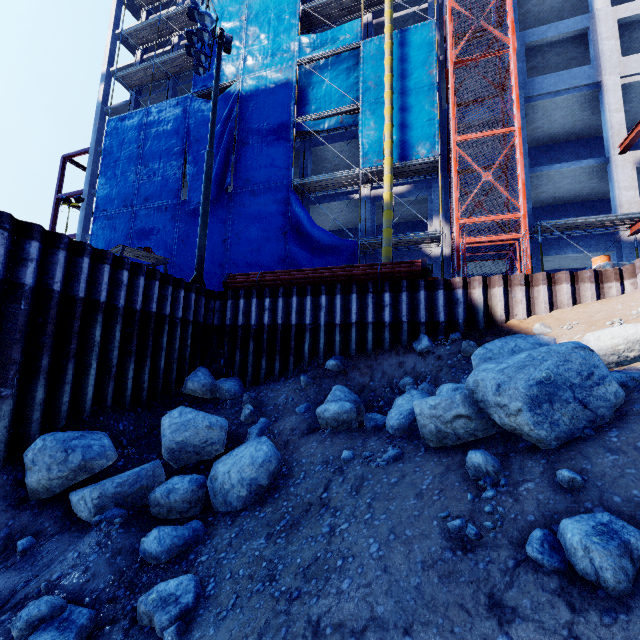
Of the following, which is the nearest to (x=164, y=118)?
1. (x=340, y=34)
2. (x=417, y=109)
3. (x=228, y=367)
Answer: (x=340, y=34)

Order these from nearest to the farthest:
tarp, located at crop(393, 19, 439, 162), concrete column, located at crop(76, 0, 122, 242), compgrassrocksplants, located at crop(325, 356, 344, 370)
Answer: compgrassrocksplants, located at crop(325, 356, 344, 370) < tarp, located at crop(393, 19, 439, 162) < concrete column, located at crop(76, 0, 122, 242)

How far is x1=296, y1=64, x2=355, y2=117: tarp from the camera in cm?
1891

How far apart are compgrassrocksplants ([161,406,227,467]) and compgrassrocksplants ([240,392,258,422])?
0.5m

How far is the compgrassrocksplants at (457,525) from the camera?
3.0 meters

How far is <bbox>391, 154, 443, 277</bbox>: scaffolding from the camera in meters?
15.5

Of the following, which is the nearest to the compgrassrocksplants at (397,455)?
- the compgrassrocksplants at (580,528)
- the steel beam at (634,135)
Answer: the compgrassrocksplants at (580,528)

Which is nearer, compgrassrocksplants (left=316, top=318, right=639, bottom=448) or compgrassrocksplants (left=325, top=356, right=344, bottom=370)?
Answer: compgrassrocksplants (left=316, top=318, right=639, bottom=448)
